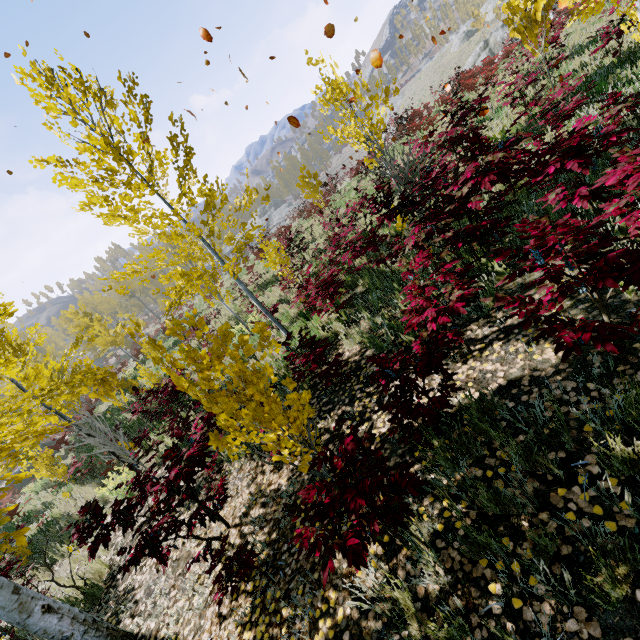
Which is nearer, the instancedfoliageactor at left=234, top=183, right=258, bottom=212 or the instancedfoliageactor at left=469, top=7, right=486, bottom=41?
the instancedfoliageactor at left=234, top=183, right=258, bottom=212

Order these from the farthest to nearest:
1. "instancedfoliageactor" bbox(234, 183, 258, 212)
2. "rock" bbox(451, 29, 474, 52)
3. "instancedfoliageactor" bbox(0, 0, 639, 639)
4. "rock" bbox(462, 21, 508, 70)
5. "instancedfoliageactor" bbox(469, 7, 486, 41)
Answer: "rock" bbox(451, 29, 474, 52) < "instancedfoliageactor" bbox(469, 7, 486, 41) < "rock" bbox(462, 21, 508, 70) < "instancedfoliageactor" bbox(234, 183, 258, 212) < "instancedfoliageactor" bbox(0, 0, 639, 639)

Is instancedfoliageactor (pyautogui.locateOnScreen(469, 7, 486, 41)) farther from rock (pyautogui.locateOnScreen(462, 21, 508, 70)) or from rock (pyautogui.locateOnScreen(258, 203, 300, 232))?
rock (pyautogui.locateOnScreen(258, 203, 300, 232))

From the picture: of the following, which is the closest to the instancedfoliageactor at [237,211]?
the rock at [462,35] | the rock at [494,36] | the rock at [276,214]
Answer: the rock at [494,36]

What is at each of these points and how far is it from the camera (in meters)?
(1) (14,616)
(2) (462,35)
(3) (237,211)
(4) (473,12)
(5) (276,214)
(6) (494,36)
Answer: (1) instancedfoliageactor, 3.27
(2) rock, 53.88
(3) instancedfoliageactor, 7.07
(4) instancedfoliageactor, 44.34
(5) rock, 58.84
(6) rock, 38.88

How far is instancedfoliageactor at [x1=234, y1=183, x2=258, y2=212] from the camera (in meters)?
6.19
